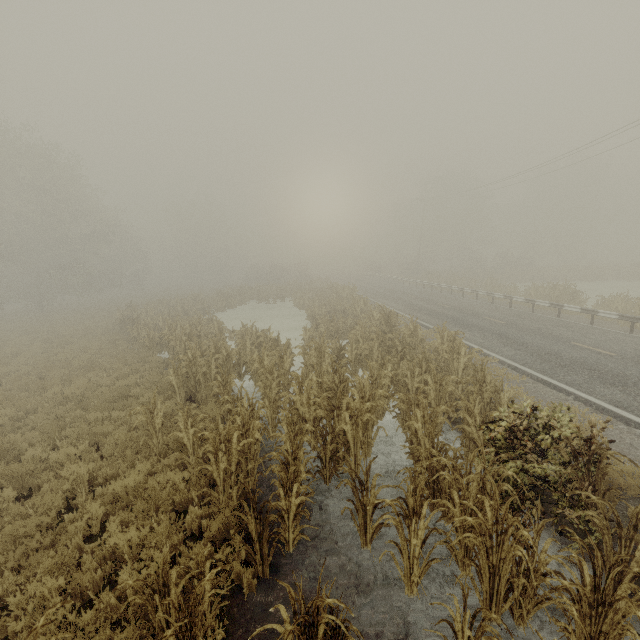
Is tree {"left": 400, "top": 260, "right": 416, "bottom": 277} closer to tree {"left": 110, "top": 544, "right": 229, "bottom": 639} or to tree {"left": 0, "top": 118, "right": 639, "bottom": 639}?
tree {"left": 0, "top": 118, "right": 639, "bottom": 639}

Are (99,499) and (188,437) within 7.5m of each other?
yes

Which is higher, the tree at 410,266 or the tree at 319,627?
the tree at 410,266

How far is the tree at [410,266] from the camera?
51.40m

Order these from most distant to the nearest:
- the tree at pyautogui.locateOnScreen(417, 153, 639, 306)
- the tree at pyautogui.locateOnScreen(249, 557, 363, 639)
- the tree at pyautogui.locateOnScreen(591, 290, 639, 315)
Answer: the tree at pyautogui.locateOnScreen(417, 153, 639, 306) → the tree at pyautogui.locateOnScreen(591, 290, 639, 315) → the tree at pyautogui.locateOnScreen(249, 557, 363, 639)

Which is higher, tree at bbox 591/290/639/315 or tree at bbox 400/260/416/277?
tree at bbox 400/260/416/277

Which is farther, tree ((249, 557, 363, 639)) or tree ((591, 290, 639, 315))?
tree ((591, 290, 639, 315))

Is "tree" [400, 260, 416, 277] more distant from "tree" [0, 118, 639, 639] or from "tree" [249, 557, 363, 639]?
"tree" [249, 557, 363, 639]
